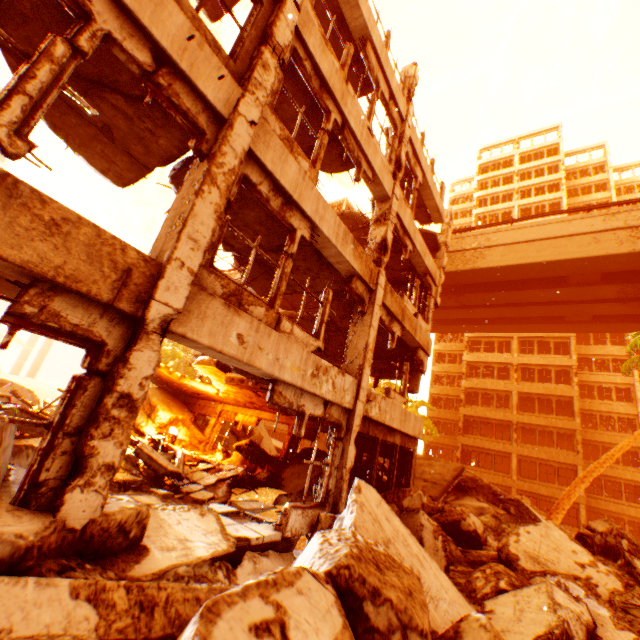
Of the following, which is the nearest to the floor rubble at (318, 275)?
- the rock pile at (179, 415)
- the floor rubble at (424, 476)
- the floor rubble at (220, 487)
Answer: the floor rubble at (424, 476)

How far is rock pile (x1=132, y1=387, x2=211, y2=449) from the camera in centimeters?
1466cm

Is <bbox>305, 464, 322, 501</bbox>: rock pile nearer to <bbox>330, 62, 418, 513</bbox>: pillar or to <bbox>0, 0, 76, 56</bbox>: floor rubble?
<bbox>330, 62, 418, 513</bbox>: pillar

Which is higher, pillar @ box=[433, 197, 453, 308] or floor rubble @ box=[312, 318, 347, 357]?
pillar @ box=[433, 197, 453, 308]

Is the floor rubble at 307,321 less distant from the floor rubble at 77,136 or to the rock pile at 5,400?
the floor rubble at 77,136

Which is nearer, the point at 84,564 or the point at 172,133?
the point at 84,564

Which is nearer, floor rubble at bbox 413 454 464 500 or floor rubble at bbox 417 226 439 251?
floor rubble at bbox 413 454 464 500

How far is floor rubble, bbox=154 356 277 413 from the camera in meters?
9.9
